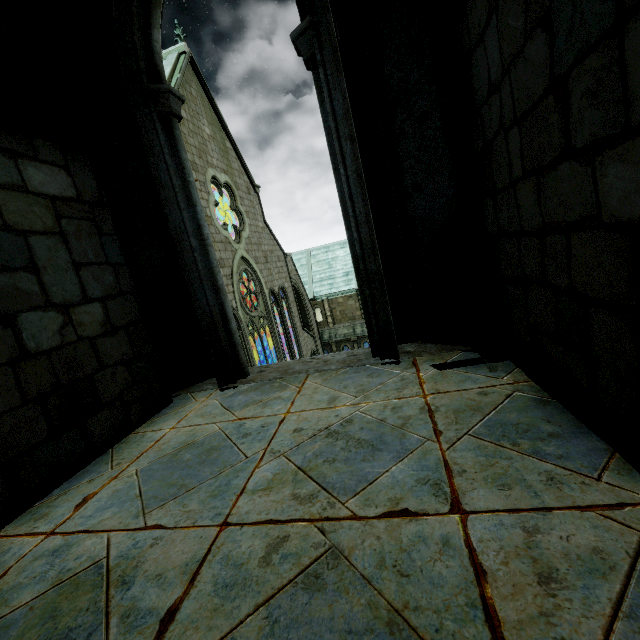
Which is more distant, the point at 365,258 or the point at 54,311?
the point at 365,258
